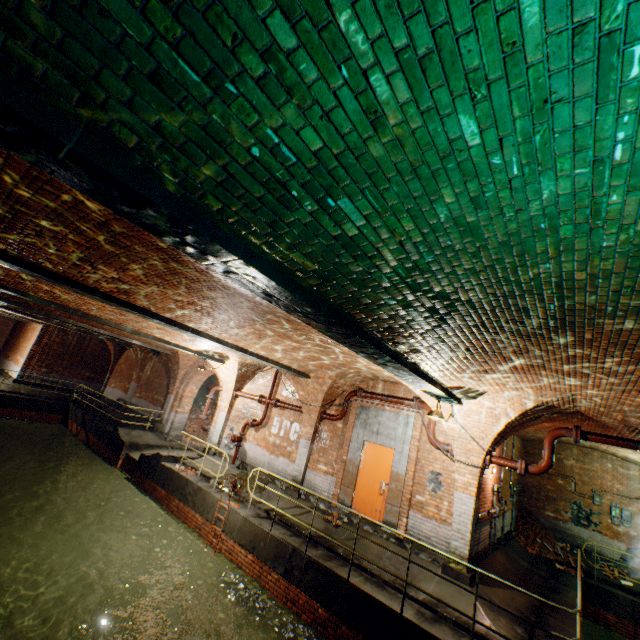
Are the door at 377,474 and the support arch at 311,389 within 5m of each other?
yes

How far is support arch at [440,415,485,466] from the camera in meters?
8.1 m

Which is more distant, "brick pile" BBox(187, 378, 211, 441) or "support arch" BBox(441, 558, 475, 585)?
"brick pile" BBox(187, 378, 211, 441)

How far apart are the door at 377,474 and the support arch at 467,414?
1.7 meters

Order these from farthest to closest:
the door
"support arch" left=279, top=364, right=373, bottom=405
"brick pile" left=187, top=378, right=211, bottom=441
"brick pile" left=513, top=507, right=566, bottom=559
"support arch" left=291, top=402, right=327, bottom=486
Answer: "brick pile" left=187, top=378, right=211, bottom=441 < "brick pile" left=513, top=507, right=566, bottom=559 < "support arch" left=291, top=402, right=327, bottom=486 < "support arch" left=279, top=364, right=373, bottom=405 < the door

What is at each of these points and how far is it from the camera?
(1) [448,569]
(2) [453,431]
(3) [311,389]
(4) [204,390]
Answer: (1) support arch, 7.61m
(2) support arch, 8.42m
(3) support arch, 11.41m
(4) brick pile, 22.98m

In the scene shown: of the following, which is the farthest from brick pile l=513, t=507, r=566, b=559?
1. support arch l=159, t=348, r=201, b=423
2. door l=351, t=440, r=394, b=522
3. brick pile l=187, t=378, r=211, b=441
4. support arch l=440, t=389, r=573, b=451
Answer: brick pile l=187, t=378, r=211, b=441
